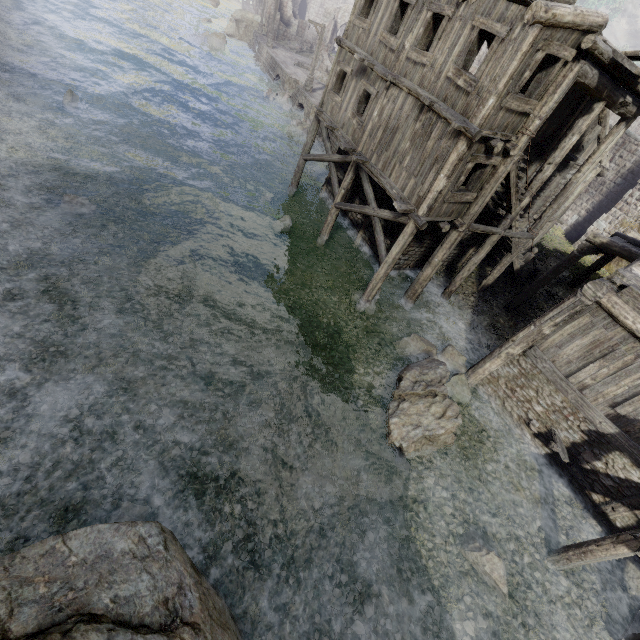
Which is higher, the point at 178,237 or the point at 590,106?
the point at 590,106

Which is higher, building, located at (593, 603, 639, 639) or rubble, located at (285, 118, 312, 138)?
building, located at (593, 603, 639, 639)

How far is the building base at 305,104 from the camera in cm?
2867

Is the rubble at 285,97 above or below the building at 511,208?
below

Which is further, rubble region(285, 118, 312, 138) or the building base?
the building base

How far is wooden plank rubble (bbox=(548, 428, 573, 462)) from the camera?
9.6m

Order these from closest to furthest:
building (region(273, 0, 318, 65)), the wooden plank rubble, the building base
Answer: the wooden plank rubble → the building base → building (region(273, 0, 318, 65))

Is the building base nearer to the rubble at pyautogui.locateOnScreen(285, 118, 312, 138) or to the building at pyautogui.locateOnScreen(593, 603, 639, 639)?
the rubble at pyautogui.locateOnScreen(285, 118, 312, 138)
